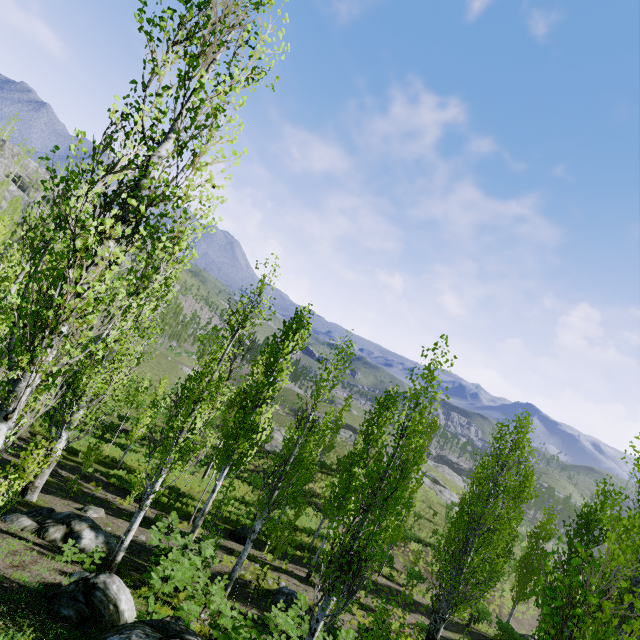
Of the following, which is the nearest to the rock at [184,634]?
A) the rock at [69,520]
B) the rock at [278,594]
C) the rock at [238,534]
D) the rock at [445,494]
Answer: the rock at [69,520]

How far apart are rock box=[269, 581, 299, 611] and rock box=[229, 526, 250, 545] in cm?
472

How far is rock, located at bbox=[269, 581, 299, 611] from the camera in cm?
1346

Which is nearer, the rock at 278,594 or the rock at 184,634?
the rock at 184,634

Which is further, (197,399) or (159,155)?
(197,399)

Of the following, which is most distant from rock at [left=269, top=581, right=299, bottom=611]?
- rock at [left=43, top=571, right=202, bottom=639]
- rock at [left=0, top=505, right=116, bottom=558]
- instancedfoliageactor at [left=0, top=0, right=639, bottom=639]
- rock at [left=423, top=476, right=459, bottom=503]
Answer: rock at [left=423, top=476, right=459, bottom=503]

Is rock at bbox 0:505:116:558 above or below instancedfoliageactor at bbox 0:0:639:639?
below
